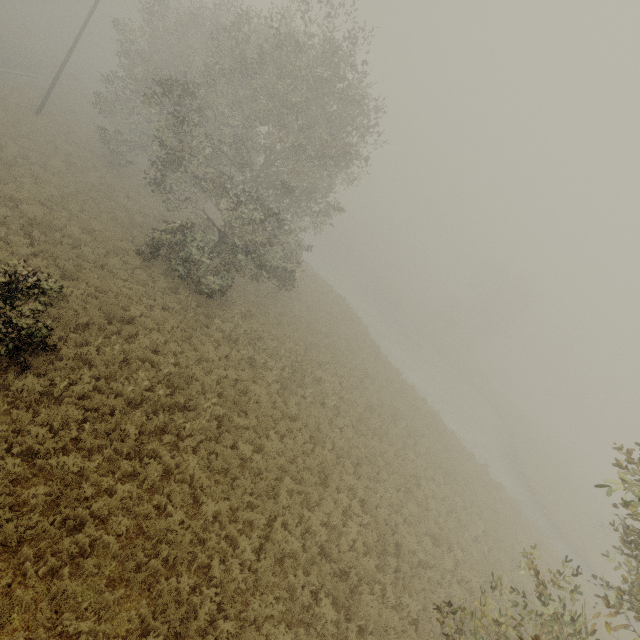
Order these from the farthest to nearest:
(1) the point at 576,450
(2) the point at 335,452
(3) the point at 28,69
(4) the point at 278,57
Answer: (1) the point at 576,450, (3) the point at 28,69, (4) the point at 278,57, (2) the point at 335,452
